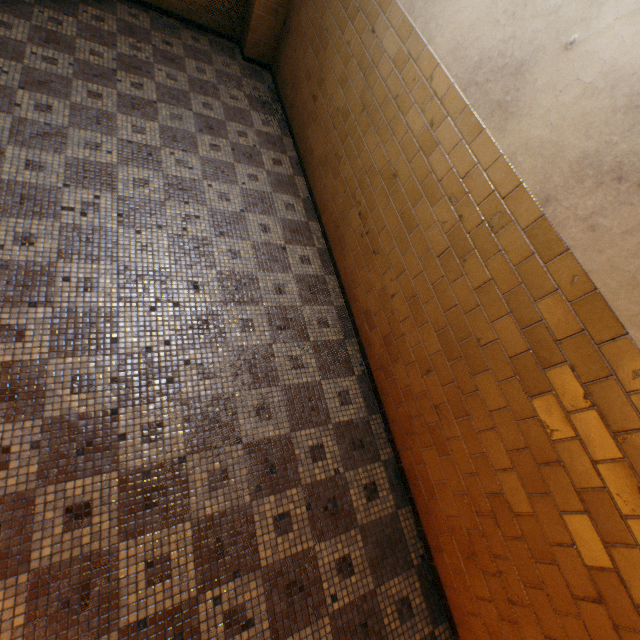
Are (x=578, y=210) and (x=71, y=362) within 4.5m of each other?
yes
